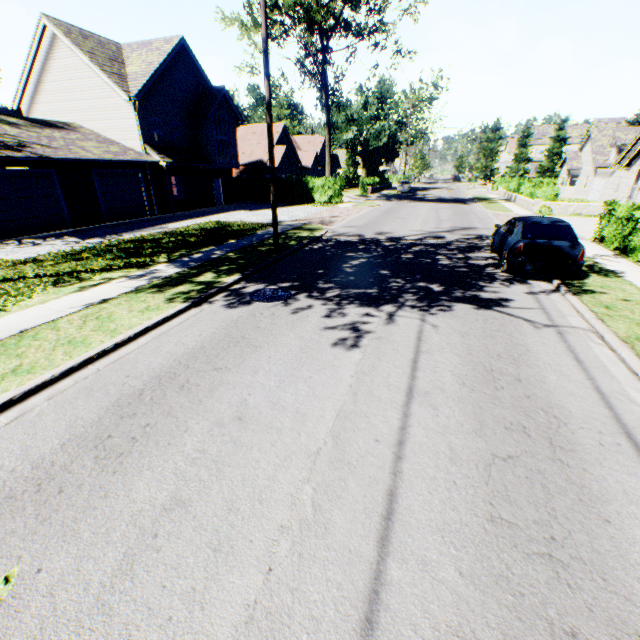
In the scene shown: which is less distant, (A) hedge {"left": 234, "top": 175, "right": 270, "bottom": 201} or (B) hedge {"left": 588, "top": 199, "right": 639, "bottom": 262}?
(B) hedge {"left": 588, "top": 199, "right": 639, "bottom": 262}

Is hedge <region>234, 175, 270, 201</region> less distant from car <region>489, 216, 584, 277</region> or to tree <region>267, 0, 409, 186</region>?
tree <region>267, 0, 409, 186</region>

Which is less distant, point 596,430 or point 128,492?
point 128,492

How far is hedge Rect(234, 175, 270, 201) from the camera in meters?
32.0 m

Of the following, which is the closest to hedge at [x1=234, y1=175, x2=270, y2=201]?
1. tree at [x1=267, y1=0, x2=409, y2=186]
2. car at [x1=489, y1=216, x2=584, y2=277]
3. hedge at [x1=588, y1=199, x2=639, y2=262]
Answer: tree at [x1=267, y1=0, x2=409, y2=186]

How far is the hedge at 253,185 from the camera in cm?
3195

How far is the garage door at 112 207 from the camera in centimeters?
1903cm
